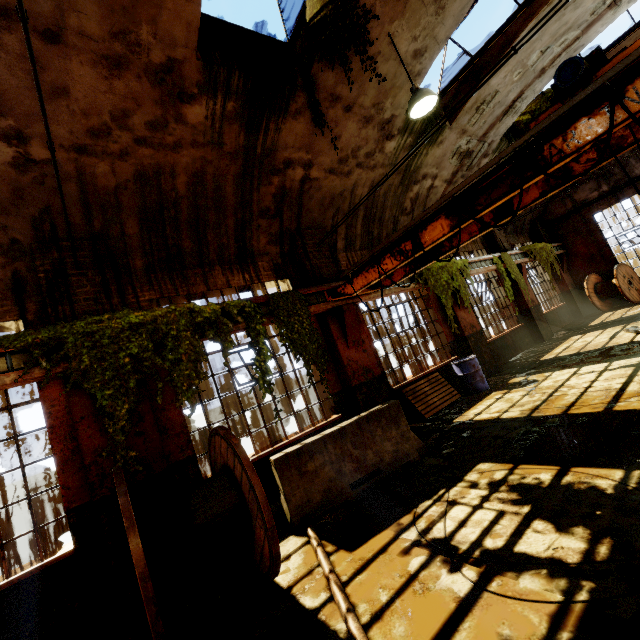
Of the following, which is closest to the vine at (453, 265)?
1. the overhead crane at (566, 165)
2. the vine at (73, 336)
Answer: the overhead crane at (566, 165)

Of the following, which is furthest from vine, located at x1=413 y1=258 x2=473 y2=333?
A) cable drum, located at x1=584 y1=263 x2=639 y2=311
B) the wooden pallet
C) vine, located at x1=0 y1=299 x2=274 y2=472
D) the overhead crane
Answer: cable drum, located at x1=584 y1=263 x2=639 y2=311

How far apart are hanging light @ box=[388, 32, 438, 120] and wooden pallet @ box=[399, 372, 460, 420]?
6.17m

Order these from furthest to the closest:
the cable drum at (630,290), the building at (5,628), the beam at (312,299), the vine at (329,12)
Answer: the cable drum at (630,290)
the beam at (312,299)
the vine at (329,12)
the building at (5,628)

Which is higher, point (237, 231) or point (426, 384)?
point (237, 231)

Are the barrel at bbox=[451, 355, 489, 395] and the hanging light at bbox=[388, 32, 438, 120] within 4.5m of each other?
no

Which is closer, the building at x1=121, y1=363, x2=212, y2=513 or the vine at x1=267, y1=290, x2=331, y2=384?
the building at x1=121, y1=363, x2=212, y2=513

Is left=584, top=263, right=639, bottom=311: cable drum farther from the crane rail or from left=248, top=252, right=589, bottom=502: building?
the crane rail
